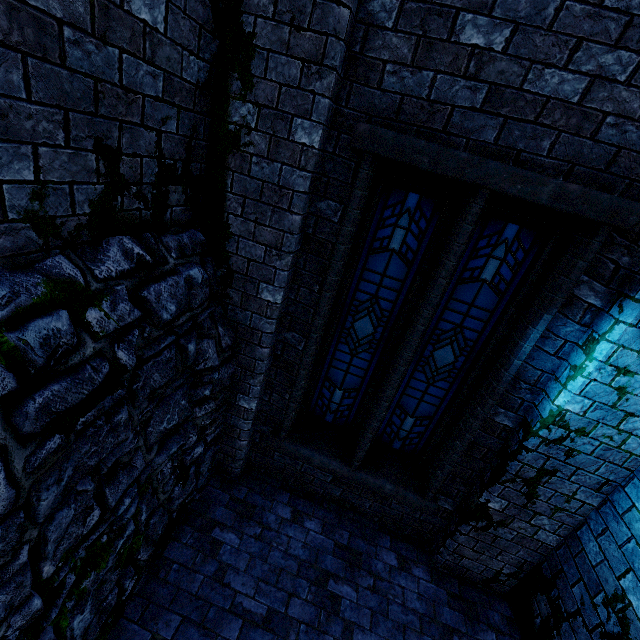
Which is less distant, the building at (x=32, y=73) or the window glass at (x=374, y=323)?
the building at (x=32, y=73)

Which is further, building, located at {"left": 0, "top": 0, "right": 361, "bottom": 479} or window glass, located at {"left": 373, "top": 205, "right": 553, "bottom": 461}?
window glass, located at {"left": 373, "top": 205, "right": 553, "bottom": 461}

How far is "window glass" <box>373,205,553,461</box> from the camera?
3.1m

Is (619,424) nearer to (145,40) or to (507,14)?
(507,14)

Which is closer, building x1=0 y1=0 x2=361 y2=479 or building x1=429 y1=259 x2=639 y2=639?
building x1=0 y1=0 x2=361 y2=479

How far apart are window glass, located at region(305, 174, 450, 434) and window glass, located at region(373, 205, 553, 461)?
0.2 meters

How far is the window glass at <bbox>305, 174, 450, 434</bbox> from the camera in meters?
3.3

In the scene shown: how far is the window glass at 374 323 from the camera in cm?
326
